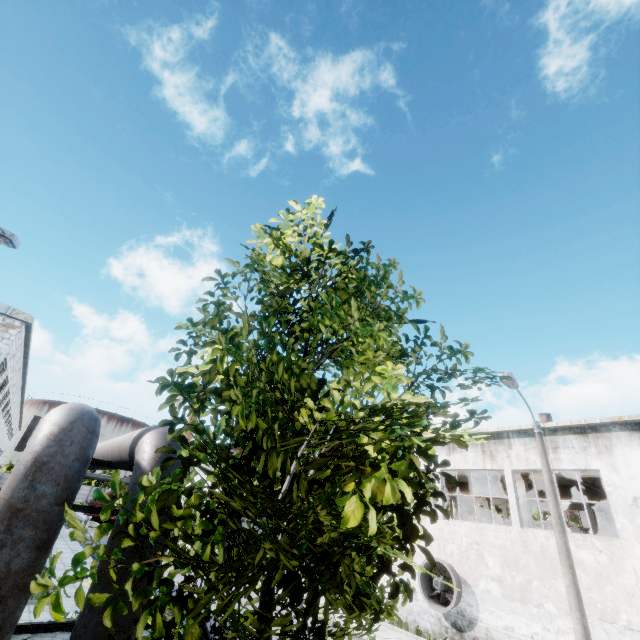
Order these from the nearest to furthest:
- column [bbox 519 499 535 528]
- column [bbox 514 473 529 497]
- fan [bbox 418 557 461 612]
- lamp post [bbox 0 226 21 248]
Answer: lamp post [bbox 0 226 21 248]
fan [bbox 418 557 461 612]
column [bbox 519 499 535 528]
column [bbox 514 473 529 497]

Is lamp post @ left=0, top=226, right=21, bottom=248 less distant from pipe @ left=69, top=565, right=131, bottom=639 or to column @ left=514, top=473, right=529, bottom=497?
pipe @ left=69, top=565, right=131, bottom=639

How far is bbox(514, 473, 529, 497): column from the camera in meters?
18.4 m

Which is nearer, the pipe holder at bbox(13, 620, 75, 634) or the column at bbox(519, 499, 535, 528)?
the pipe holder at bbox(13, 620, 75, 634)

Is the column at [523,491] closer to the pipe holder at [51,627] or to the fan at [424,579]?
the fan at [424,579]

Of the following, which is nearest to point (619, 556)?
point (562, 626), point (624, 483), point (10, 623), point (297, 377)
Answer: point (624, 483)

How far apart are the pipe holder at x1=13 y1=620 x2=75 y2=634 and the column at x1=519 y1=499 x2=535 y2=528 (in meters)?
20.74

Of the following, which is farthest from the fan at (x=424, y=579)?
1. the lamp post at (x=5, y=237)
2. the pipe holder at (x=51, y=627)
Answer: the lamp post at (x=5, y=237)
